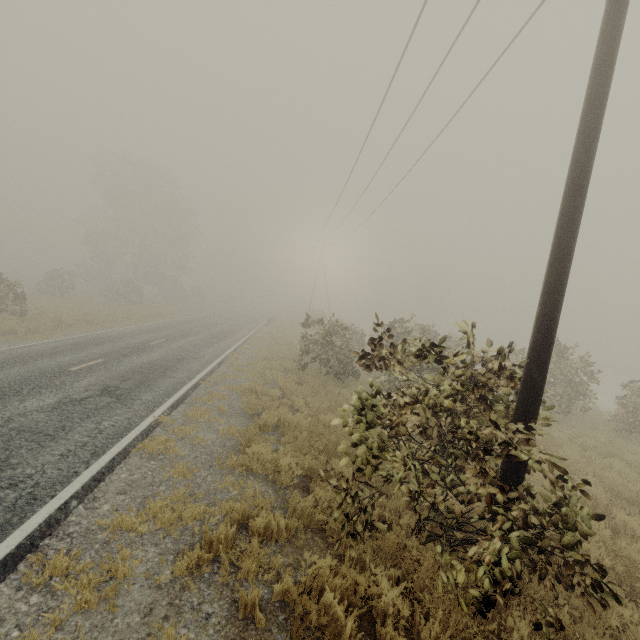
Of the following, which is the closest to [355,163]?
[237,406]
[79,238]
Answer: [237,406]

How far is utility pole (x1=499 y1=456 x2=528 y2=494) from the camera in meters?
4.1 m

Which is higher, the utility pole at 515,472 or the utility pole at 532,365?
the utility pole at 532,365

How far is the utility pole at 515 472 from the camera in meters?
4.1 m

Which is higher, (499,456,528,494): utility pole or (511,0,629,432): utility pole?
(511,0,629,432): utility pole
